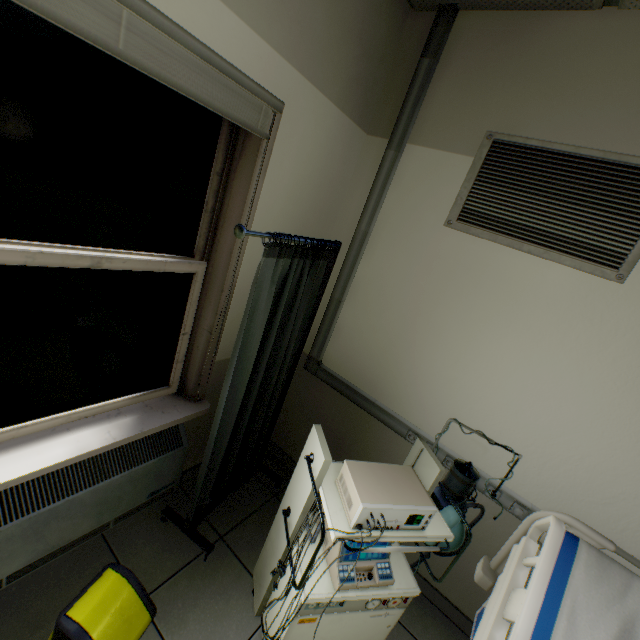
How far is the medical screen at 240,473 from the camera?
1.5m

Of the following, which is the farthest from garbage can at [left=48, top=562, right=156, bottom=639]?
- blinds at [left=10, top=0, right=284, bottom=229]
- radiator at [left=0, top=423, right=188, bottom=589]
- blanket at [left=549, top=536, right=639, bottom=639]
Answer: blinds at [left=10, top=0, right=284, bottom=229]

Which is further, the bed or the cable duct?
the cable duct

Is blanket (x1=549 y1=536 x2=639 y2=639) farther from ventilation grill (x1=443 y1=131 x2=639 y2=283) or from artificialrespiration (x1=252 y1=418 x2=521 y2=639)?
ventilation grill (x1=443 y1=131 x2=639 y2=283)

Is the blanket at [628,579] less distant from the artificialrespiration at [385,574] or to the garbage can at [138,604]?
the artificialrespiration at [385,574]

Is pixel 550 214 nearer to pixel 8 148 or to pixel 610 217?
pixel 610 217

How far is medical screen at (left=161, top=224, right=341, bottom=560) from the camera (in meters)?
1.48

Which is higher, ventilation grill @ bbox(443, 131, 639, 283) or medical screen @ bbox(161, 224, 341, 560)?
ventilation grill @ bbox(443, 131, 639, 283)
